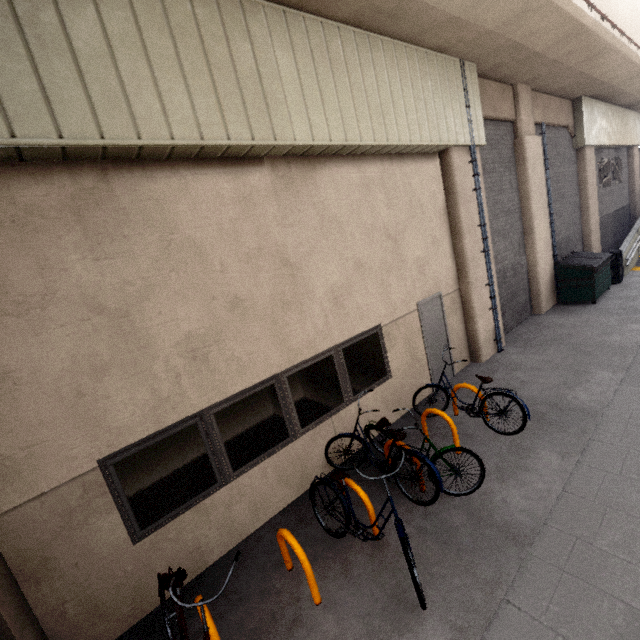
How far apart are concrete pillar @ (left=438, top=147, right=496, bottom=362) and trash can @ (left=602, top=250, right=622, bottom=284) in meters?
6.4 m

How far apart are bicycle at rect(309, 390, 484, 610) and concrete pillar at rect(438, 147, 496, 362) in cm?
404

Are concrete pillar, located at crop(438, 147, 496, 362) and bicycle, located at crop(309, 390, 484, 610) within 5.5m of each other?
yes

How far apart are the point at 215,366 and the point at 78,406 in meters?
1.5 m

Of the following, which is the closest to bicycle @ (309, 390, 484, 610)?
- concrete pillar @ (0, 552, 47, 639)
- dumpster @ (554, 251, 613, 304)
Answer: concrete pillar @ (0, 552, 47, 639)

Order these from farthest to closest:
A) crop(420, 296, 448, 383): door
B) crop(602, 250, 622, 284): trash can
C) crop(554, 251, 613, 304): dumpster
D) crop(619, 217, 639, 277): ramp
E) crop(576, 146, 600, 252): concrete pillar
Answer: crop(576, 146, 600, 252): concrete pillar → crop(619, 217, 639, 277): ramp → crop(602, 250, 622, 284): trash can → crop(554, 251, 613, 304): dumpster → crop(420, 296, 448, 383): door

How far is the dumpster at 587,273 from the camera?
10.0 meters

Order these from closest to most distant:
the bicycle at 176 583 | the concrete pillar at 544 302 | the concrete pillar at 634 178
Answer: the bicycle at 176 583, the concrete pillar at 544 302, the concrete pillar at 634 178
